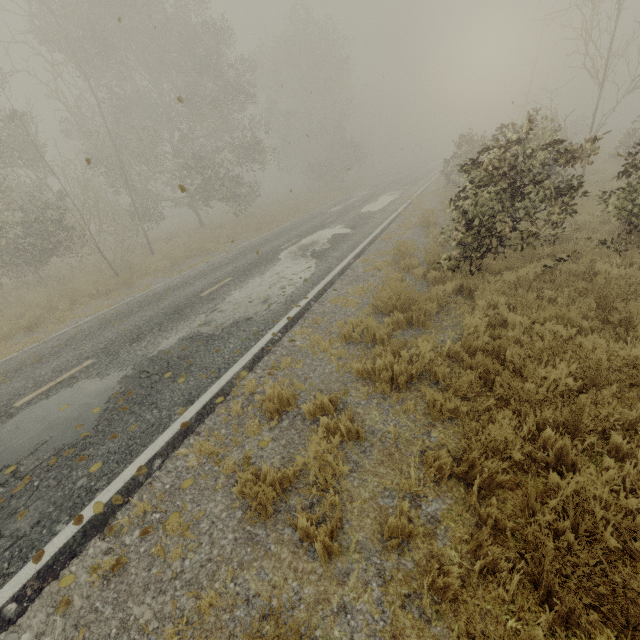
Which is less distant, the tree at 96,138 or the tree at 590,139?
the tree at 590,139

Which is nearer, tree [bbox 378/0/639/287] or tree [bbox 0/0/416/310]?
tree [bbox 378/0/639/287]

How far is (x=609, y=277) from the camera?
5.4m

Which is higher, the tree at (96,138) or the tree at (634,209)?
the tree at (96,138)

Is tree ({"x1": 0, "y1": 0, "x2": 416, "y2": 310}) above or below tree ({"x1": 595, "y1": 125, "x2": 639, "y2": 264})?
above
